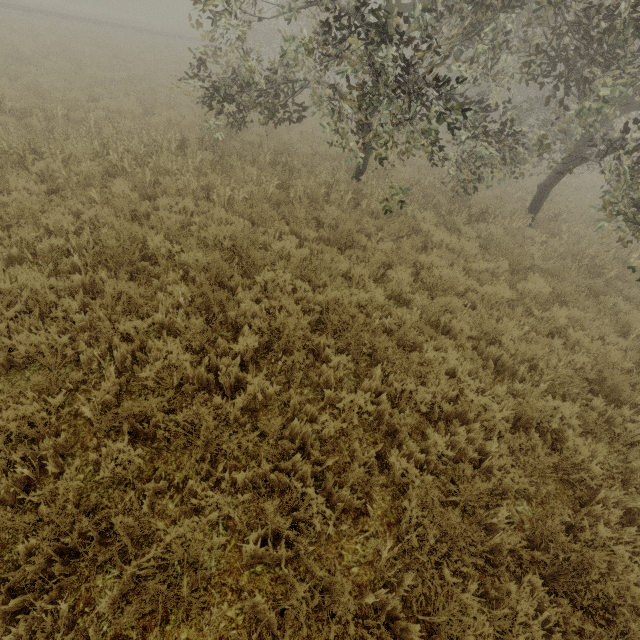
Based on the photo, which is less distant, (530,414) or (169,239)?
(530,414)
